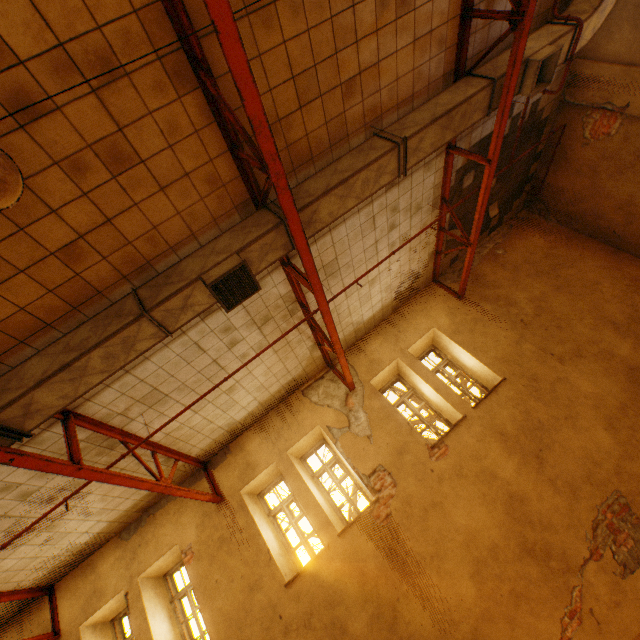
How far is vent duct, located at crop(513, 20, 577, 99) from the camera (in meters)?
5.04

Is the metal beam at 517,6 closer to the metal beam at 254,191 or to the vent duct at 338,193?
the vent duct at 338,193

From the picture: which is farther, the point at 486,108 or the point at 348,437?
the point at 348,437

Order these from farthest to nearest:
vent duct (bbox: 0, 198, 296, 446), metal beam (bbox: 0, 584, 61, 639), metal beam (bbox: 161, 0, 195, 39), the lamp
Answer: metal beam (bbox: 0, 584, 61, 639)
vent duct (bbox: 0, 198, 296, 446)
metal beam (bbox: 161, 0, 195, 39)
the lamp

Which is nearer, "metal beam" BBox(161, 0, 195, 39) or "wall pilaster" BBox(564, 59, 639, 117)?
"metal beam" BBox(161, 0, 195, 39)

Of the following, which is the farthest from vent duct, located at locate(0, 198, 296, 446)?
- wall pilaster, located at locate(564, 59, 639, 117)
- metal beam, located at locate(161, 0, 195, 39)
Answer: wall pilaster, located at locate(564, 59, 639, 117)

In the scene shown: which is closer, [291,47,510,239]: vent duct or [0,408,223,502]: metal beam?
[0,408,223,502]: metal beam

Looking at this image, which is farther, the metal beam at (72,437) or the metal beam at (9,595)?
the metal beam at (9,595)
